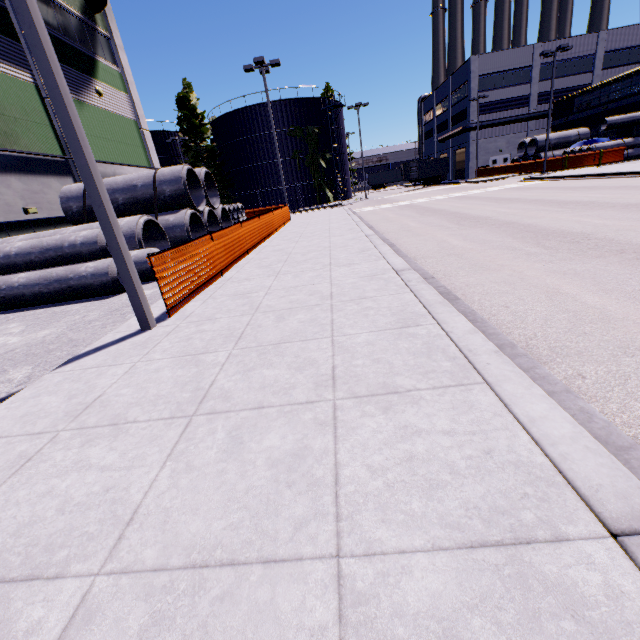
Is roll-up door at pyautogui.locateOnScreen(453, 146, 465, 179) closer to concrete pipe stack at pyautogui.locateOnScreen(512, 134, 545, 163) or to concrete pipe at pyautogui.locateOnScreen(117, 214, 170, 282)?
concrete pipe stack at pyautogui.locateOnScreen(512, 134, 545, 163)

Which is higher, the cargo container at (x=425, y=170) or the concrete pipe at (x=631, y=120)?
the concrete pipe at (x=631, y=120)

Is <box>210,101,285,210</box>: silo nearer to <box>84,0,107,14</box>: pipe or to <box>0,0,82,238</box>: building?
<box>0,0,82,238</box>: building

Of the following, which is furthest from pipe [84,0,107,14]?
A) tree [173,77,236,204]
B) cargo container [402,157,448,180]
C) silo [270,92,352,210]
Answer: cargo container [402,157,448,180]

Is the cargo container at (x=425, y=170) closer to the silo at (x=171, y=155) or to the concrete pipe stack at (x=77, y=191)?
the silo at (x=171, y=155)

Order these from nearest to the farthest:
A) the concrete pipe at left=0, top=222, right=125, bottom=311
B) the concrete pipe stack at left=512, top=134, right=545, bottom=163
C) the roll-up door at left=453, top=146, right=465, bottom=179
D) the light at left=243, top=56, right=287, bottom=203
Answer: the concrete pipe at left=0, top=222, right=125, bottom=311 → the light at left=243, top=56, right=287, bottom=203 → the concrete pipe stack at left=512, top=134, right=545, bottom=163 → the roll-up door at left=453, top=146, right=465, bottom=179

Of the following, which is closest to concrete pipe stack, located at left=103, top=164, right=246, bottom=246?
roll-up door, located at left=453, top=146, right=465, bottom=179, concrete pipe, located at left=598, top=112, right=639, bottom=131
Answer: roll-up door, located at left=453, top=146, right=465, bottom=179

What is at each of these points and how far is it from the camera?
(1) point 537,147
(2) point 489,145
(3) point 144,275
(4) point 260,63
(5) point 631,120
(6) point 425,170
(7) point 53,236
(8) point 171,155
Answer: (1) concrete pipe stack, 35.41m
(2) building, 46.28m
(3) concrete pipe, 9.83m
(4) light, 20.41m
(5) concrete pipe, 28.38m
(6) cargo container, 46.00m
(7) concrete pipe, 9.30m
(8) silo, 43.22m
